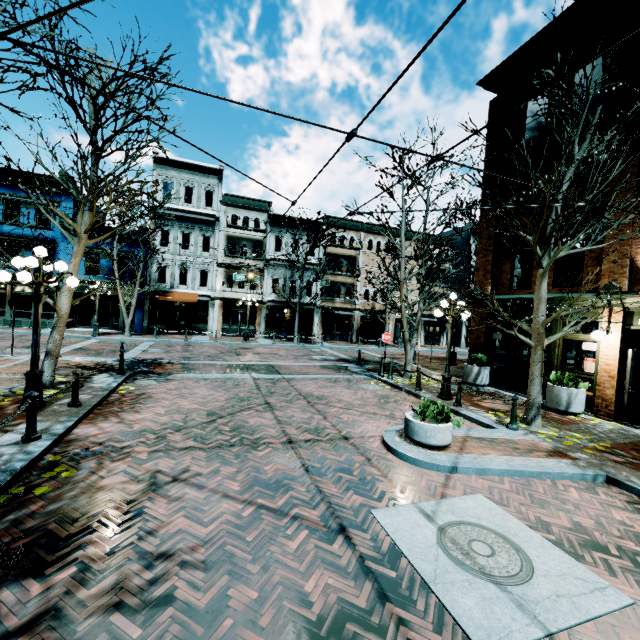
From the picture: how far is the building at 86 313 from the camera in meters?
24.4 m

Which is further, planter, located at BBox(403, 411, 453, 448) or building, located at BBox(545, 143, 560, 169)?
building, located at BBox(545, 143, 560, 169)

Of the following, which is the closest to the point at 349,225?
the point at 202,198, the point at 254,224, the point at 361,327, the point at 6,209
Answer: the point at 254,224

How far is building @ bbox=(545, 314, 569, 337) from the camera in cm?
1141

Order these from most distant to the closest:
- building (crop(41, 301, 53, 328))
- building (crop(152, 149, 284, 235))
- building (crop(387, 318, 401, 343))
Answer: building (crop(387, 318, 401, 343)), building (crop(152, 149, 284, 235)), building (crop(41, 301, 53, 328))

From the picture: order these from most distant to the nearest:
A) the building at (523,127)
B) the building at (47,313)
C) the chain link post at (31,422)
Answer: the building at (47,313) → the building at (523,127) → the chain link post at (31,422)

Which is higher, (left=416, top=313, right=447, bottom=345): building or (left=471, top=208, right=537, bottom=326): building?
(left=471, top=208, right=537, bottom=326): building
